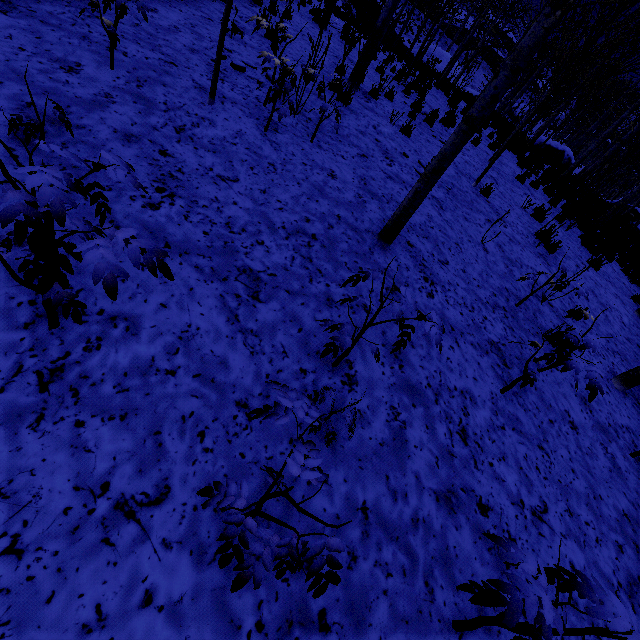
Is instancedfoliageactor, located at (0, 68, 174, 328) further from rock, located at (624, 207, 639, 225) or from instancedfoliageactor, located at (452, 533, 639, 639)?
rock, located at (624, 207, 639, 225)

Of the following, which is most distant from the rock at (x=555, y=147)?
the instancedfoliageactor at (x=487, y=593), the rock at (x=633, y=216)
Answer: the instancedfoliageactor at (x=487, y=593)

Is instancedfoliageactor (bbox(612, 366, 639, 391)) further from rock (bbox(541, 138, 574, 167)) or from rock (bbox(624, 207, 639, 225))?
rock (bbox(624, 207, 639, 225))

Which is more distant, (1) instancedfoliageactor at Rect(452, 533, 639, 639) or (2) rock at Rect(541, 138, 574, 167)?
(2) rock at Rect(541, 138, 574, 167)

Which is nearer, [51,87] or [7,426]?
[7,426]

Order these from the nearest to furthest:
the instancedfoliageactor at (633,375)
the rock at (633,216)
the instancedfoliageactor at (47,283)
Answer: the instancedfoliageactor at (47,283), the instancedfoliageactor at (633,375), the rock at (633,216)

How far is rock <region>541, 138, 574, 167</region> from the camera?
18.9m

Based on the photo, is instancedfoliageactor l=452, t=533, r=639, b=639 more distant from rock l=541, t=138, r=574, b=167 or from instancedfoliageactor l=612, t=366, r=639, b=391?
rock l=541, t=138, r=574, b=167
